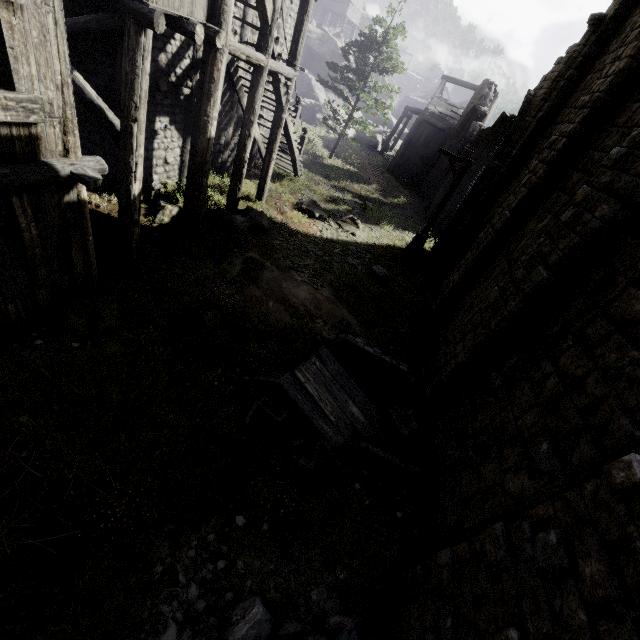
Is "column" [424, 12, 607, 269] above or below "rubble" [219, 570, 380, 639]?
above

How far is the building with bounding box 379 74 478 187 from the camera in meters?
26.2

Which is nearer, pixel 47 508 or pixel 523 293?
pixel 47 508

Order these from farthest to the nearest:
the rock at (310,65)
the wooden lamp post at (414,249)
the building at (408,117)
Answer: the rock at (310,65)
the building at (408,117)
the wooden lamp post at (414,249)

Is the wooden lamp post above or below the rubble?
above

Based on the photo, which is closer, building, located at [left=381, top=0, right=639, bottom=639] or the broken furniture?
building, located at [left=381, top=0, right=639, bottom=639]

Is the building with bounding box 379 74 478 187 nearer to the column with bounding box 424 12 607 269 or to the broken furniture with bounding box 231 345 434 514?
the column with bounding box 424 12 607 269

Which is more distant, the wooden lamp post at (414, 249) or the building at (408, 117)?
the building at (408, 117)
